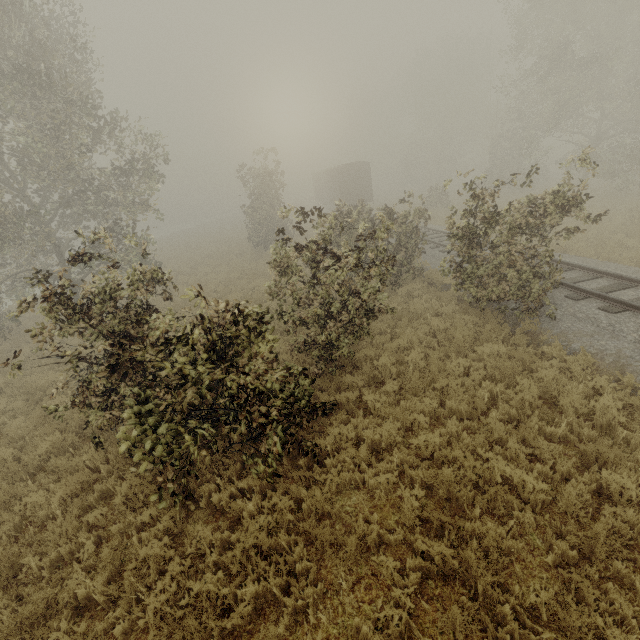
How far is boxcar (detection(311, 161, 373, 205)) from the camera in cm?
3139

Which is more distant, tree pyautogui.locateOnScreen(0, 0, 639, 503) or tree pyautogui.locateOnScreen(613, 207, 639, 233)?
tree pyautogui.locateOnScreen(613, 207, 639, 233)

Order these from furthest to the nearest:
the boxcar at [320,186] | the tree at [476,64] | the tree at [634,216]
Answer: the boxcar at [320,186]
the tree at [634,216]
the tree at [476,64]

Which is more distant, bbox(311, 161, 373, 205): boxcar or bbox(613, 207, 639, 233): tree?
bbox(311, 161, 373, 205): boxcar

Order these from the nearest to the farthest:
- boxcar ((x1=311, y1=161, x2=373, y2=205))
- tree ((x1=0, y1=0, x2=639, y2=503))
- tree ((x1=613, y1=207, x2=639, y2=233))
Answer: tree ((x1=0, y1=0, x2=639, y2=503)), tree ((x1=613, y1=207, x2=639, y2=233)), boxcar ((x1=311, y1=161, x2=373, y2=205))

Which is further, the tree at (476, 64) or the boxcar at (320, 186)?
the boxcar at (320, 186)

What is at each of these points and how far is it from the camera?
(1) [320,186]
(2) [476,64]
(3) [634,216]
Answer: (1) boxcar, 42.3 meters
(2) tree, 41.9 meters
(3) tree, 15.6 meters
